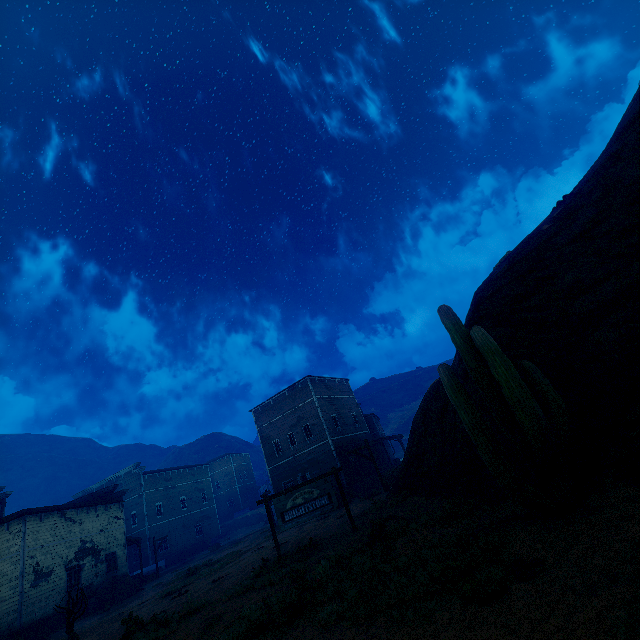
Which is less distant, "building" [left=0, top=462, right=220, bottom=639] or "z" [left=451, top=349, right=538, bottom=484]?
"z" [left=451, top=349, right=538, bottom=484]

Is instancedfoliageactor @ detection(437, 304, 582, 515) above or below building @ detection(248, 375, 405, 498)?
below

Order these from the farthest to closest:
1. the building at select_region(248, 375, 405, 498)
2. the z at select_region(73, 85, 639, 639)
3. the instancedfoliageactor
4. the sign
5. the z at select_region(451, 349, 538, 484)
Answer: the building at select_region(248, 375, 405, 498) < the sign < the z at select_region(451, 349, 538, 484) < the instancedfoliageactor < the z at select_region(73, 85, 639, 639)

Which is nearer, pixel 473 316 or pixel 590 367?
pixel 590 367

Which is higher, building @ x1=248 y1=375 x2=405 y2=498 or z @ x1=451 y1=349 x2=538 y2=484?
building @ x1=248 y1=375 x2=405 y2=498

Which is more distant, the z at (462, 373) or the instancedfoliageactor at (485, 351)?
the z at (462, 373)

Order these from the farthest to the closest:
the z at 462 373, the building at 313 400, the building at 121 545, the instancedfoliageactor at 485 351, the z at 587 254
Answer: the building at 313 400 → the building at 121 545 → the z at 462 373 → the instancedfoliageactor at 485 351 → the z at 587 254

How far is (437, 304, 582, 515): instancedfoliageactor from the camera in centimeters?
526cm
